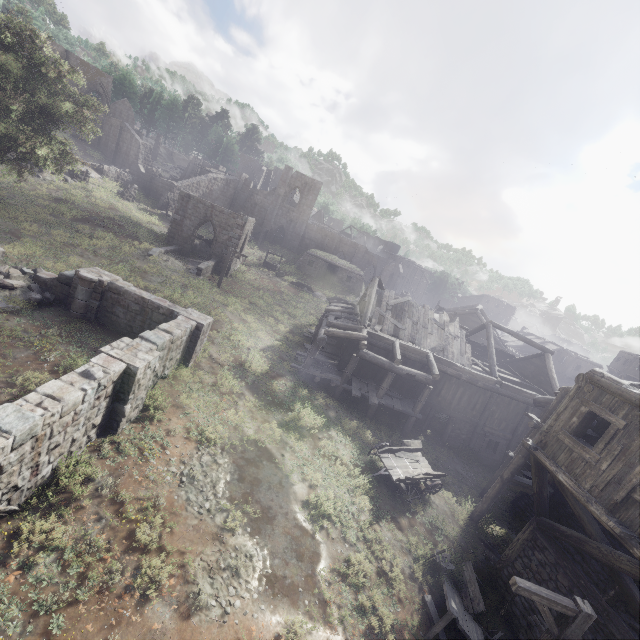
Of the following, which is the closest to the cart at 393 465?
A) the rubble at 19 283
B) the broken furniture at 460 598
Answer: the broken furniture at 460 598

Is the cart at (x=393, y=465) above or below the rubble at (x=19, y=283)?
below

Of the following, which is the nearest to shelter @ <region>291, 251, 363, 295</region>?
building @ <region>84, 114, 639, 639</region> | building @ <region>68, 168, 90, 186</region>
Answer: building @ <region>84, 114, 639, 639</region>

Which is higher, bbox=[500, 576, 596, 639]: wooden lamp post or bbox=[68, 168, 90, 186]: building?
bbox=[68, 168, 90, 186]: building

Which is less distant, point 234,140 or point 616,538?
point 616,538

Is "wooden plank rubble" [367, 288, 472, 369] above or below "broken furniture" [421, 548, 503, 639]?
above

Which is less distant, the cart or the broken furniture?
the broken furniture

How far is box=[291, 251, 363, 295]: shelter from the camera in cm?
4193
